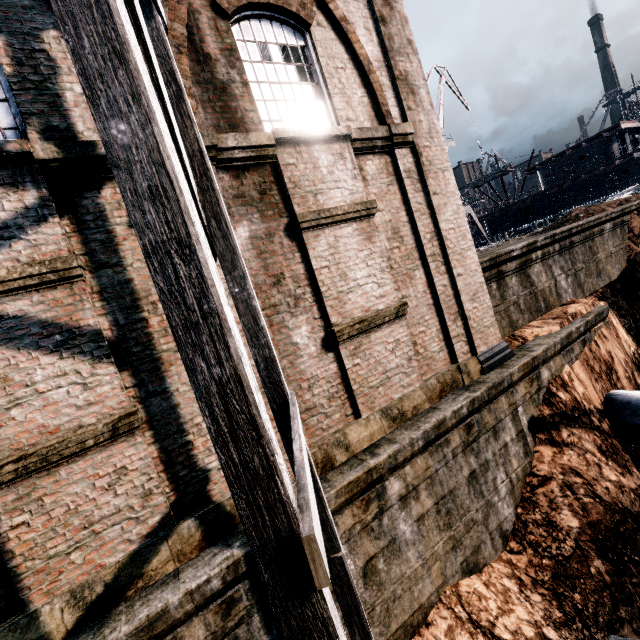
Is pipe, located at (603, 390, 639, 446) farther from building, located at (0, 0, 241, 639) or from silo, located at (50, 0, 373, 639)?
silo, located at (50, 0, 373, 639)

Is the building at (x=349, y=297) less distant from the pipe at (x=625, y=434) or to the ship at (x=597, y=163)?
the pipe at (x=625, y=434)

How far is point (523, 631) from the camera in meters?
6.4

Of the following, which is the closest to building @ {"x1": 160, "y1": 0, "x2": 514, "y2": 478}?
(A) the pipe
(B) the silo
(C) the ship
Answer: (B) the silo

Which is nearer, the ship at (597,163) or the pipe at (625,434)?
the pipe at (625,434)

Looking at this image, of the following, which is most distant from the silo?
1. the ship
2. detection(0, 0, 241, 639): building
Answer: the ship
